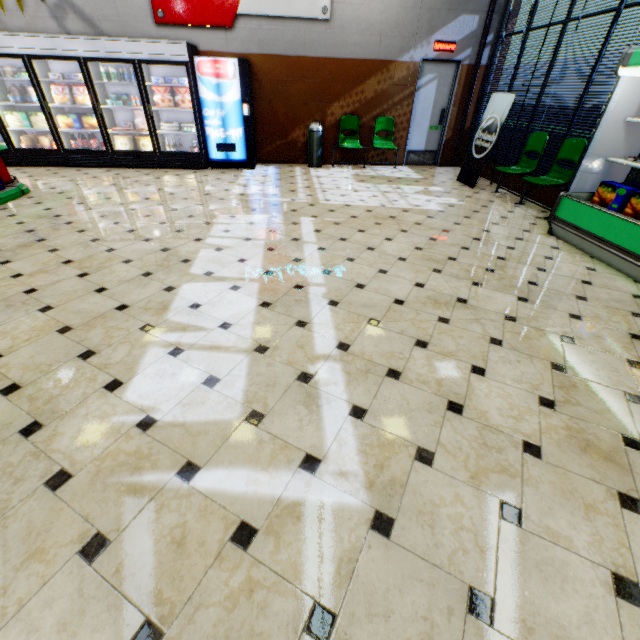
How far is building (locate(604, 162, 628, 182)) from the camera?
4.3m

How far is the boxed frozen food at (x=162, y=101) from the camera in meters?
6.8

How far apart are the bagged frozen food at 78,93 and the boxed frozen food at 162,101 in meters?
1.7 m

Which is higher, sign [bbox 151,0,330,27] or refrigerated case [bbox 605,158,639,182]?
sign [bbox 151,0,330,27]

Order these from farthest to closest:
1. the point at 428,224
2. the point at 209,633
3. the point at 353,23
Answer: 1. the point at 353,23
2. the point at 428,224
3. the point at 209,633

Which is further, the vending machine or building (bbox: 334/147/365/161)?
building (bbox: 334/147/365/161)

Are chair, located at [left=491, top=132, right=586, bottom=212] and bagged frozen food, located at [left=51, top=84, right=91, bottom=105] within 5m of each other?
no

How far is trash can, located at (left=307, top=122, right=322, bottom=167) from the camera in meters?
7.7
